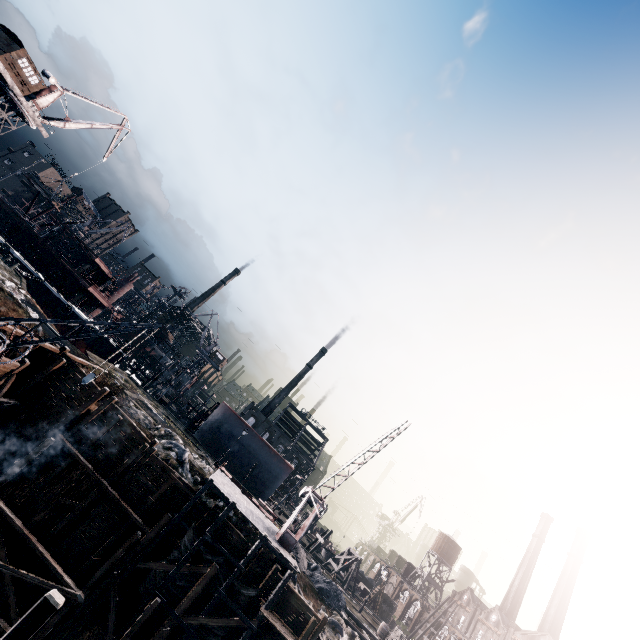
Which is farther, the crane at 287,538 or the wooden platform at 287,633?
the crane at 287,538

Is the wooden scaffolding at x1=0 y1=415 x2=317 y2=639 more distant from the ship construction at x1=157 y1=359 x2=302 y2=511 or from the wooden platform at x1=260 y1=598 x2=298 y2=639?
the ship construction at x1=157 y1=359 x2=302 y2=511

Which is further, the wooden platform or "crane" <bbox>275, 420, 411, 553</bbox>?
"crane" <bbox>275, 420, 411, 553</bbox>

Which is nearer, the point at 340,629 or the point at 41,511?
the point at 41,511

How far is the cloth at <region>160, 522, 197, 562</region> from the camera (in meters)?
20.95

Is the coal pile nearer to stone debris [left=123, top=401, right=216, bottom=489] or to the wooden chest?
stone debris [left=123, top=401, right=216, bottom=489]

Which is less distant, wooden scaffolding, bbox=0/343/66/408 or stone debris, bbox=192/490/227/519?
wooden scaffolding, bbox=0/343/66/408

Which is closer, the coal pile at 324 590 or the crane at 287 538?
the crane at 287 538
